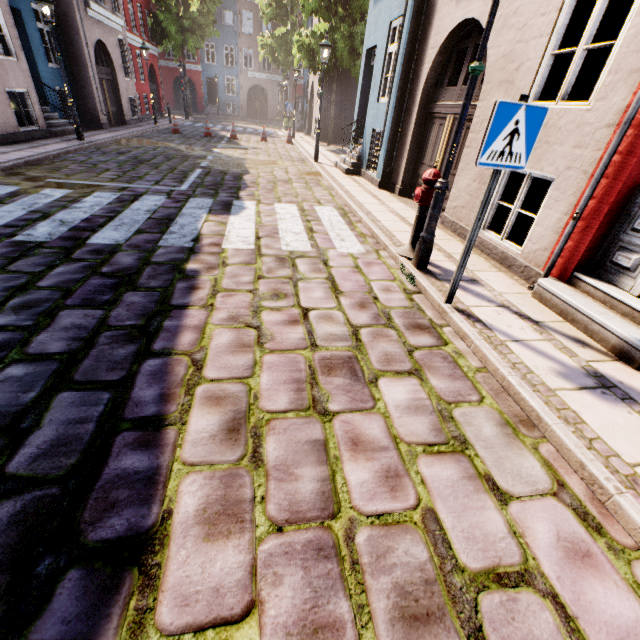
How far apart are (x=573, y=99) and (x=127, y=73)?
21.44m

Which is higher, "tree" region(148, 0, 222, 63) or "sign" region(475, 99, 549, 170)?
"tree" region(148, 0, 222, 63)

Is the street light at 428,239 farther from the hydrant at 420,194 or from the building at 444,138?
the building at 444,138

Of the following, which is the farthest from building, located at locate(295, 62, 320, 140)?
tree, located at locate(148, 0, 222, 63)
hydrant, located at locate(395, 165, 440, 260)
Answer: tree, located at locate(148, 0, 222, 63)

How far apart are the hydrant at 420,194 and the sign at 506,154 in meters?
1.5

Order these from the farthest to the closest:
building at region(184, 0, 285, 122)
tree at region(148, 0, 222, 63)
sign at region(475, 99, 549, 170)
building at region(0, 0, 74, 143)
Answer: building at region(184, 0, 285, 122) < tree at region(148, 0, 222, 63) < building at region(0, 0, 74, 143) < sign at region(475, 99, 549, 170)
